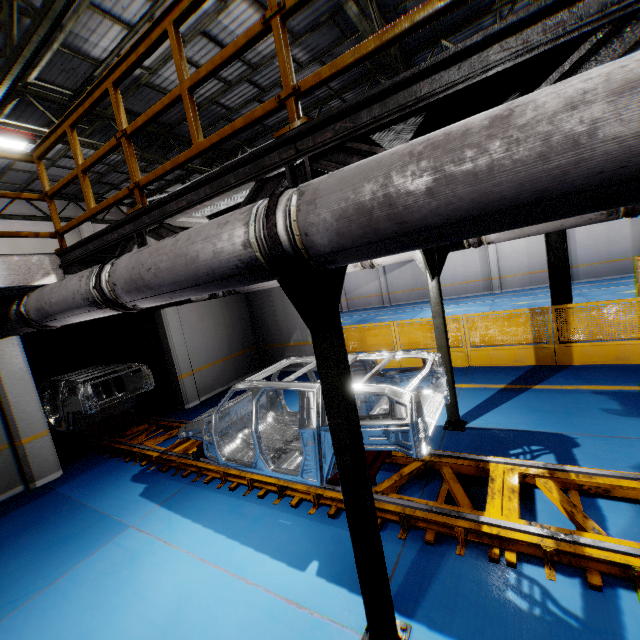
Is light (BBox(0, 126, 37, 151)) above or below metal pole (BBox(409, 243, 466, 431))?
above

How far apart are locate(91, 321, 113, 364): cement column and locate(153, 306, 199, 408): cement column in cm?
341

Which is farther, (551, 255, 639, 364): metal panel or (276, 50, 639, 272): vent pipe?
(551, 255, 639, 364): metal panel

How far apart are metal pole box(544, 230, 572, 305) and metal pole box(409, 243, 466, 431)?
4.42m

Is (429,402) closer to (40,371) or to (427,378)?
(427,378)

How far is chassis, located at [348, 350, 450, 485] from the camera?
3.47m

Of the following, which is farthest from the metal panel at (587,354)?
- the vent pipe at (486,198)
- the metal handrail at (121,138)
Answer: the vent pipe at (486,198)

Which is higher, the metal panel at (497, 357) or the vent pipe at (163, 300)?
the vent pipe at (163, 300)
